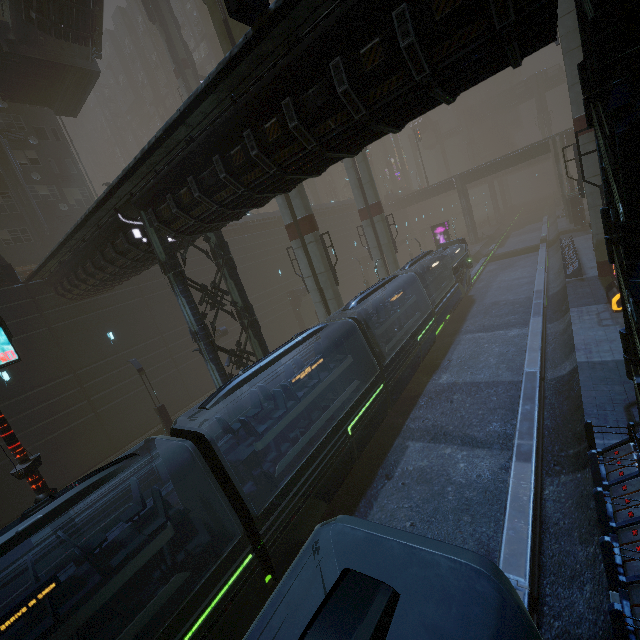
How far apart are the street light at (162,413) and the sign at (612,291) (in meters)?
25.01

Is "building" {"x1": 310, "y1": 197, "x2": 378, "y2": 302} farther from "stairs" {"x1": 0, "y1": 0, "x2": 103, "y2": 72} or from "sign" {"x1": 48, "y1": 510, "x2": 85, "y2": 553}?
"stairs" {"x1": 0, "y1": 0, "x2": 103, "y2": 72}

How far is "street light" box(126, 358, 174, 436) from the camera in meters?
18.9 m

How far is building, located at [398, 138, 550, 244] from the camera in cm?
4731

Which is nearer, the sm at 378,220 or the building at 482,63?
the building at 482,63

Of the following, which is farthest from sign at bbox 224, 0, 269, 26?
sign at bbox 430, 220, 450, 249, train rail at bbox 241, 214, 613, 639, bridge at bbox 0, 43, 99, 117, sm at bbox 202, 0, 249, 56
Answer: sign at bbox 430, 220, 450, 249

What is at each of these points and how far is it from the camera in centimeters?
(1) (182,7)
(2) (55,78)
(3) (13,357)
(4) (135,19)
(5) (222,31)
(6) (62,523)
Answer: (1) building, 5175cm
(2) bridge, 2372cm
(3) sign, 988cm
(4) building, 5791cm
(5) sm, 1834cm
(6) sign, 962cm
